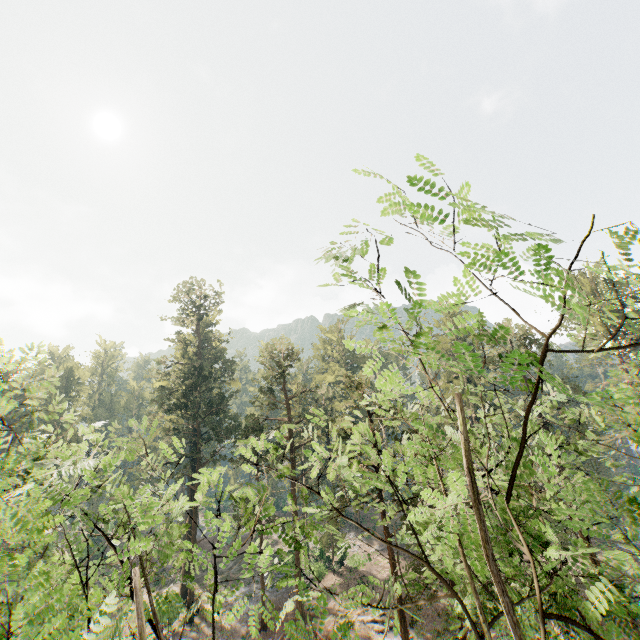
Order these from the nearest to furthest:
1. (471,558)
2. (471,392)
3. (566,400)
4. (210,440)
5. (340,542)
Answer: (471,558) → (340,542) → (566,400) → (210,440) → (471,392)
